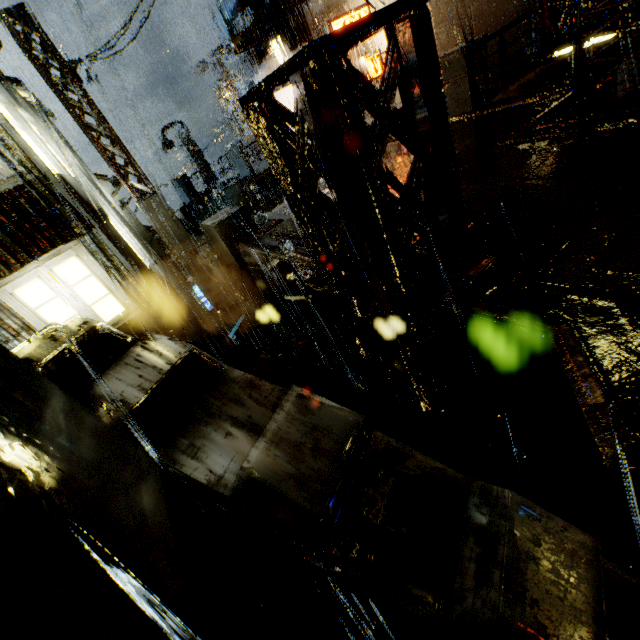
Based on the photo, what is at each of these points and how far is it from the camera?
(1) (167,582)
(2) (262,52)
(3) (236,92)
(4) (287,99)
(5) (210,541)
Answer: (1) structural stair, 1.28m
(2) building vent, 23.64m
(3) building, 31.47m
(4) building, 17.98m
(5) building, 4.58m

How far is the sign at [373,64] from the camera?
11.65m

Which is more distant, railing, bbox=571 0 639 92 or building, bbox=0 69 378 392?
building, bbox=0 69 378 392

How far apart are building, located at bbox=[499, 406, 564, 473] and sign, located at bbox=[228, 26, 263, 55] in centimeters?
1910cm

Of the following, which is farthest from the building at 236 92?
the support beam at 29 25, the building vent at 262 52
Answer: → the support beam at 29 25

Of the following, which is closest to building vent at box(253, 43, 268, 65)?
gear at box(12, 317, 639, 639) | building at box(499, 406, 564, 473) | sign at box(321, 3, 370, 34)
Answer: sign at box(321, 3, 370, 34)

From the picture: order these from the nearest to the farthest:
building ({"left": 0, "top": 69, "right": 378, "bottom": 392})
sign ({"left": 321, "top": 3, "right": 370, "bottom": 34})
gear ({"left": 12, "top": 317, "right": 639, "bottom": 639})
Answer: gear ({"left": 12, "top": 317, "right": 639, "bottom": 639}), building ({"left": 0, "top": 69, "right": 378, "bottom": 392}), sign ({"left": 321, "top": 3, "right": 370, "bottom": 34})

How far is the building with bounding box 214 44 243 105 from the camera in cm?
2889
